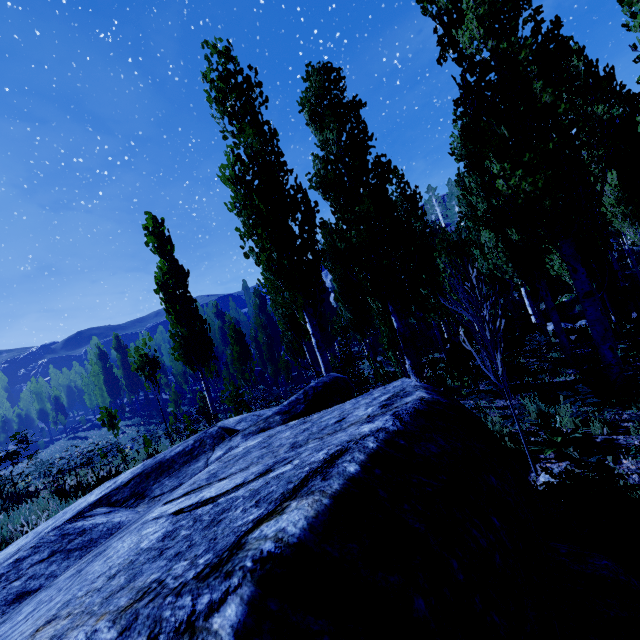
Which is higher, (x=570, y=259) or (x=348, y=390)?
(x=570, y=259)

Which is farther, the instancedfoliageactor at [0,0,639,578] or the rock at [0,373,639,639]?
the instancedfoliageactor at [0,0,639,578]

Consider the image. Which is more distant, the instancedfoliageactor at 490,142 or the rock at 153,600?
the instancedfoliageactor at 490,142
